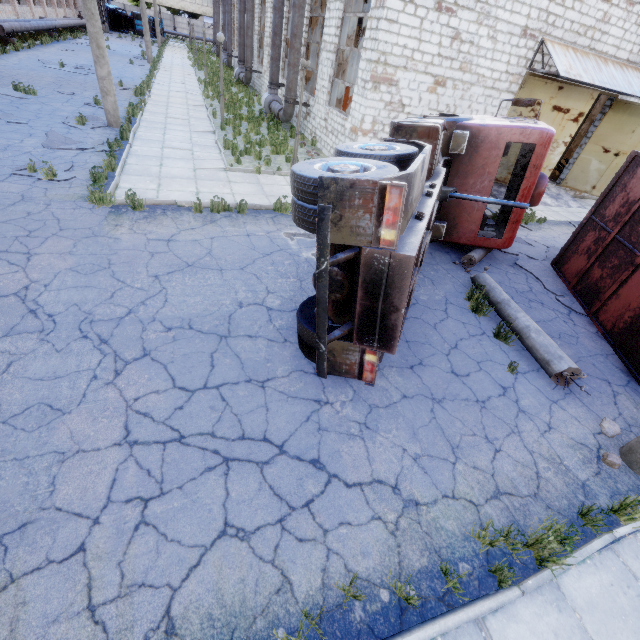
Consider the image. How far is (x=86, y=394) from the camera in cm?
394

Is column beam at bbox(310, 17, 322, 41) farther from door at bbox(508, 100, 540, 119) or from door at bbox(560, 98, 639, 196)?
door at bbox(560, 98, 639, 196)

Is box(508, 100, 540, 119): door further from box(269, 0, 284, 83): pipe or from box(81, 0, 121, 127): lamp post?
box(81, 0, 121, 127): lamp post

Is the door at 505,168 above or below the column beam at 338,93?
below

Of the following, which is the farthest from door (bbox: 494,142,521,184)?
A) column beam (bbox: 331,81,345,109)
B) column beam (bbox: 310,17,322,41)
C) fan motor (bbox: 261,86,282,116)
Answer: fan motor (bbox: 261,86,282,116)

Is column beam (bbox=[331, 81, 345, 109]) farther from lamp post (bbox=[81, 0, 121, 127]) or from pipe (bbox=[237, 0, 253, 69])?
pipe (bbox=[237, 0, 253, 69])

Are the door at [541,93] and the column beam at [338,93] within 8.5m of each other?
yes

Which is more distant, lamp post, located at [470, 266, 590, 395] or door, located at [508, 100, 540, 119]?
door, located at [508, 100, 540, 119]
